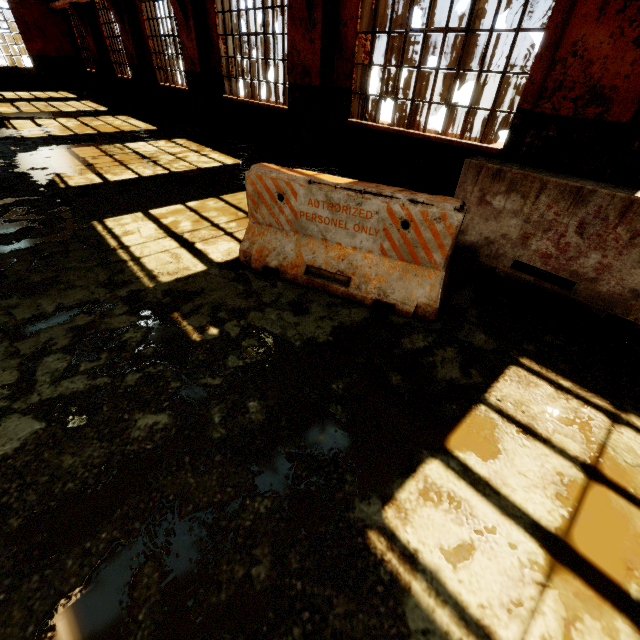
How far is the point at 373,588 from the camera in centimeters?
146cm
